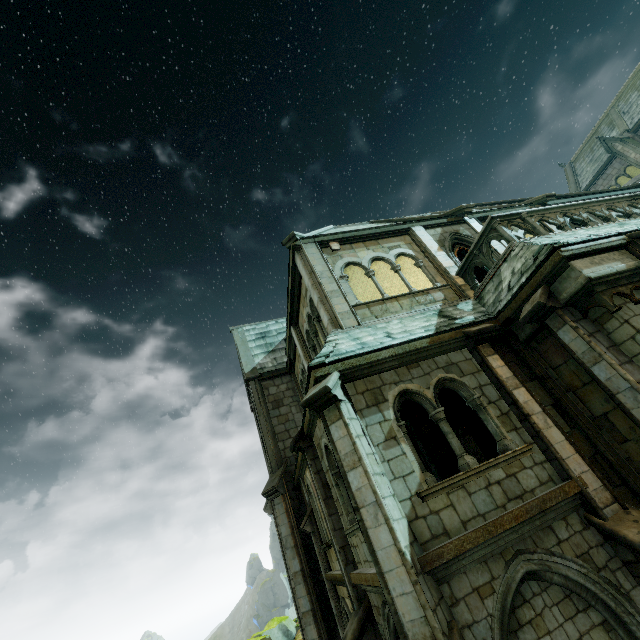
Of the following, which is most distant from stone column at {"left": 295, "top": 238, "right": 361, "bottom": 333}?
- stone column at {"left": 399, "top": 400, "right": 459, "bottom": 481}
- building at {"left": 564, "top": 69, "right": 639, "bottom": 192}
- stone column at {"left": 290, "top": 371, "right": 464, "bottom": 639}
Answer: building at {"left": 564, "top": 69, "right": 639, "bottom": 192}

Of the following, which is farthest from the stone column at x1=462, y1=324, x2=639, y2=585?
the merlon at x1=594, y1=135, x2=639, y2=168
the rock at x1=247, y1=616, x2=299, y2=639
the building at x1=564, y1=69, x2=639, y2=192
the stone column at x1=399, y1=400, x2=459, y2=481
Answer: the rock at x1=247, y1=616, x2=299, y2=639

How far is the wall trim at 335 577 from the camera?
8.4 meters

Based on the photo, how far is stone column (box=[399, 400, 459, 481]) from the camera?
11.8 meters

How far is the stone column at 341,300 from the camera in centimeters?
912cm

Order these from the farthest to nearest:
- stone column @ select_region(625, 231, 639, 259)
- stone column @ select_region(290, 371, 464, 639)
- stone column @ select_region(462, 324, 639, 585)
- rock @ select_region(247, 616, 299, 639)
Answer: rock @ select_region(247, 616, 299, 639) < stone column @ select_region(625, 231, 639, 259) < stone column @ select_region(462, 324, 639, 585) < stone column @ select_region(290, 371, 464, 639)

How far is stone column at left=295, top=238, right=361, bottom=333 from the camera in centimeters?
912cm

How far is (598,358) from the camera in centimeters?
596cm
